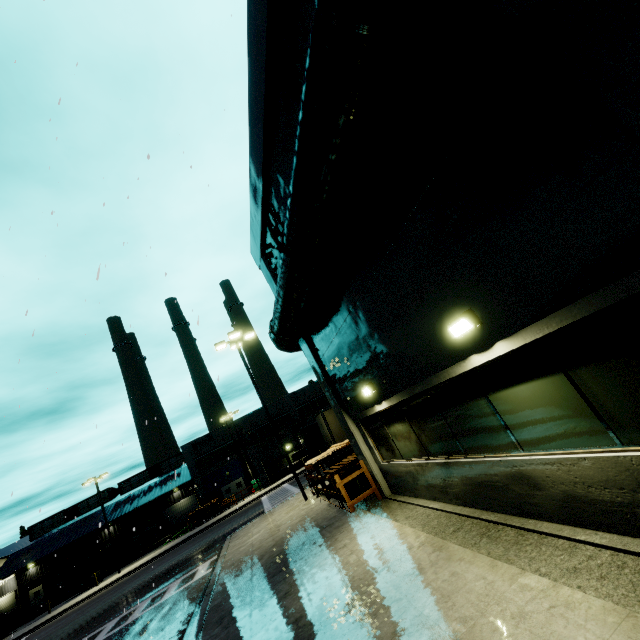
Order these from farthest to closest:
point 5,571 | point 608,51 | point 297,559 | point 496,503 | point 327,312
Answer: point 5,571
point 327,312
point 297,559
point 496,503
point 608,51

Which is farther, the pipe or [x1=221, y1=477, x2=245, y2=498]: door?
[x1=221, y1=477, x2=245, y2=498]: door

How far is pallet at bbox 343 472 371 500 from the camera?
12.02m

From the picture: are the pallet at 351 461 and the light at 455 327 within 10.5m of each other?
yes

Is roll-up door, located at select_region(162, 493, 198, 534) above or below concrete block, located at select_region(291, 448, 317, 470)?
above

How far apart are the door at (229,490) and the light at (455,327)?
Result: 47.6 meters

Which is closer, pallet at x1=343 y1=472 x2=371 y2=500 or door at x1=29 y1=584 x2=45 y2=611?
pallet at x1=343 y1=472 x2=371 y2=500

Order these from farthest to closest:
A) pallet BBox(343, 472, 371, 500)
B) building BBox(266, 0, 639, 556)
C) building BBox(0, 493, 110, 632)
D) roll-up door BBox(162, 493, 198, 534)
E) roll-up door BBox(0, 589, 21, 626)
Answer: roll-up door BBox(162, 493, 198, 534)
building BBox(0, 493, 110, 632)
roll-up door BBox(0, 589, 21, 626)
pallet BBox(343, 472, 371, 500)
building BBox(266, 0, 639, 556)
